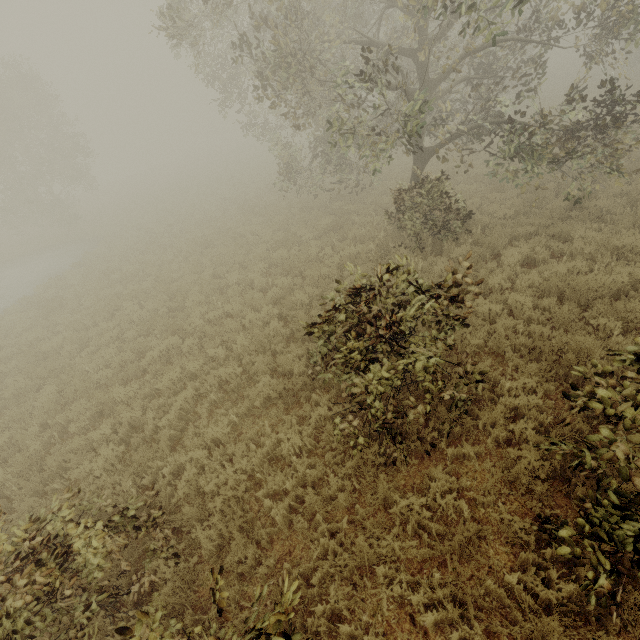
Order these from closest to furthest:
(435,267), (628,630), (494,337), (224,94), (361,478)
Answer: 1. (628,630)
2. (361,478)
3. (494,337)
4. (435,267)
5. (224,94)

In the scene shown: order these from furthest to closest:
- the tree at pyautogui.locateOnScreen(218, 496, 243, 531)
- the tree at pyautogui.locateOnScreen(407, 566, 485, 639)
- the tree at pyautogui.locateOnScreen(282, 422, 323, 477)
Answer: the tree at pyautogui.locateOnScreen(282, 422, 323, 477) → the tree at pyautogui.locateOnScreen(218, 496, 243, 531) → the tree at pyautogui.locateOnScreen(407, 566, 485, 639)

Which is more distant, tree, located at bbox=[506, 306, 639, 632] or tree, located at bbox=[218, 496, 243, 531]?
tree, located at bbox=[218, 496, 243, 531]

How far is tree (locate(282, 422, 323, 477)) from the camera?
5.5m

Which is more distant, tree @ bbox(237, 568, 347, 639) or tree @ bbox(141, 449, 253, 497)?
tree @ bbox(141, 449, 253, 497)

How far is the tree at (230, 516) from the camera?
4.8 meters

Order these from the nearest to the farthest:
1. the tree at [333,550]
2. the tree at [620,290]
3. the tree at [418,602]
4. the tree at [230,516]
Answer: the tree at [418,602]
the tree at [333,550]
the tree at [230,516]
the tree at [620,290]
